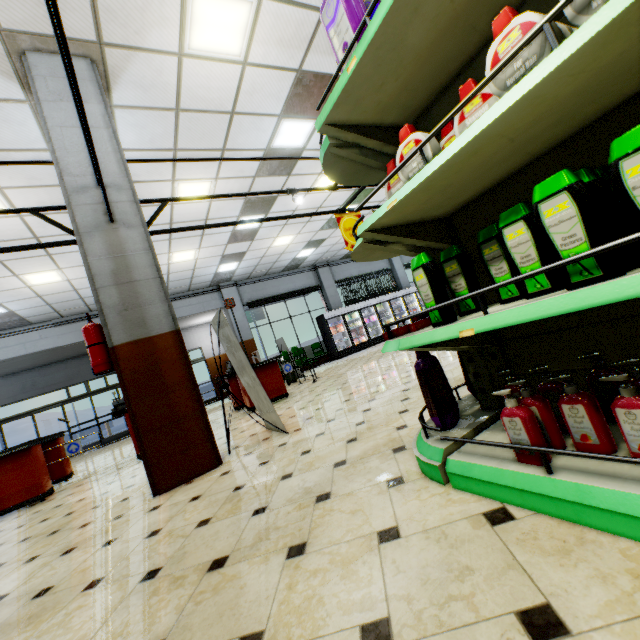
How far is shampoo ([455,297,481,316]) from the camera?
1.5m

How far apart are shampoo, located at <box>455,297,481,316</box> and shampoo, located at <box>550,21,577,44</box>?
0.31m

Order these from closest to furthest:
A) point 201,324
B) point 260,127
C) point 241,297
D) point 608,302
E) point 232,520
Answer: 1. point 608,302
2. point 232,520
3. point 260,127
4. point 241,297
5. point 201,324

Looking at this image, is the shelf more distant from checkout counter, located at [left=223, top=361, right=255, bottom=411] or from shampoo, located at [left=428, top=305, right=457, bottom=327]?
checkout counter, located at [left=223, top=361, right=255, bottom=411]

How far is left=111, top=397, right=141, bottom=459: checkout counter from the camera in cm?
586

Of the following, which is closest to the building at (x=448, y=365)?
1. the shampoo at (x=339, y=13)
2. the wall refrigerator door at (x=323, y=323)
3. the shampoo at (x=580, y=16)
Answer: the wall refrigerator door at (x=323, y=323)

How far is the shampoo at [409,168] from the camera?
1.32m

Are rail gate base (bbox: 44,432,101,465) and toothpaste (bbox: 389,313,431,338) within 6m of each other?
no
